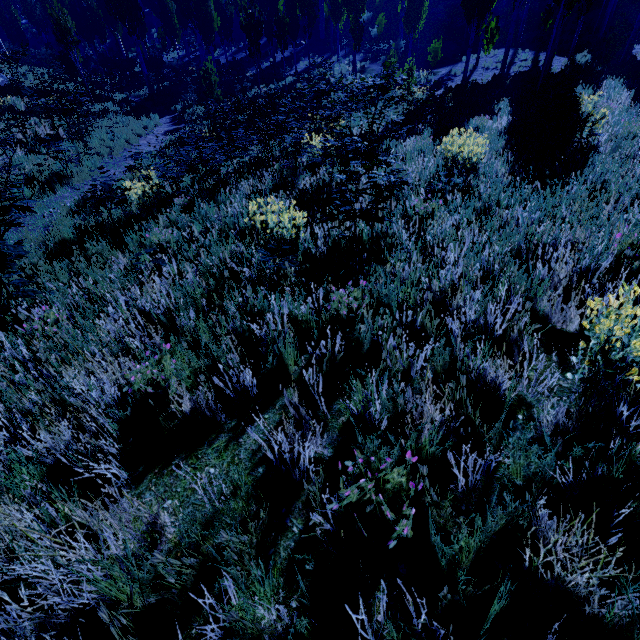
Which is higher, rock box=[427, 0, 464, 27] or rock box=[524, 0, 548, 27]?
rock box=[427, 0, 464, 27]

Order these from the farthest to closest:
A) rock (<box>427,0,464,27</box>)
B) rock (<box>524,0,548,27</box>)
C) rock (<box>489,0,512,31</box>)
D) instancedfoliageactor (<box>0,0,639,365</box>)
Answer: rock (<box>427,0,464,27</box>), rock (<box>489,0,512,31</box>), rock (<box>524,0,548,27</box>), instancedfoliageactor (<box>0,0,639,365</box>)

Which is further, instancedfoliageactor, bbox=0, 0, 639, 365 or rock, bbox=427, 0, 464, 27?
rock, bbox=427, 0, 464, 27

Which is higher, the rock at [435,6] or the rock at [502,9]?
the rock at [435,6]

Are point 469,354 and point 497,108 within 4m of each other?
no

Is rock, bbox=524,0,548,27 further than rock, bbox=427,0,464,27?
No
